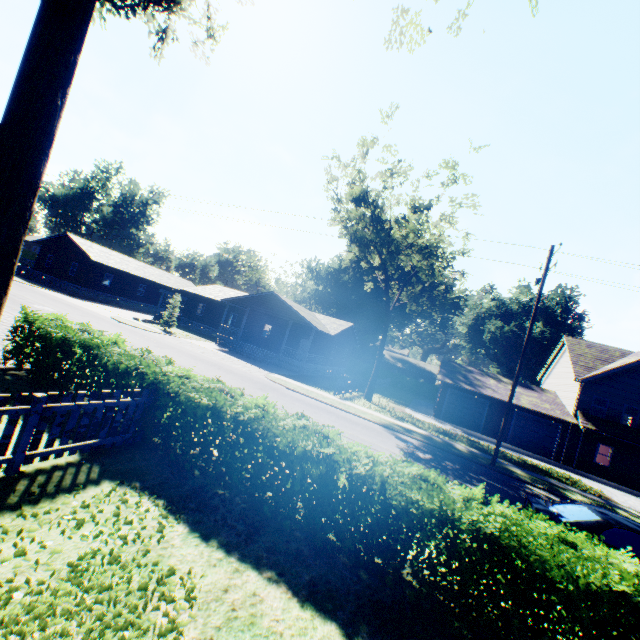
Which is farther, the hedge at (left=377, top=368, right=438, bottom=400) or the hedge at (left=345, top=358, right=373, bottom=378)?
the hedge at (left=345, top=358, right=373, bottom=378)

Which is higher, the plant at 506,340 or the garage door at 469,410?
the plant at 506,340

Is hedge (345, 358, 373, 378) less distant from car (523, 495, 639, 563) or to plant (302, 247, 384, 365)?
plant (302, 247, 384, 365)

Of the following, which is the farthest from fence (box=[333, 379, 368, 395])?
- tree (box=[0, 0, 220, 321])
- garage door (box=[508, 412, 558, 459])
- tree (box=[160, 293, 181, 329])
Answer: tree (box=[0, 0, 220, 321])

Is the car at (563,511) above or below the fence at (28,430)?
above

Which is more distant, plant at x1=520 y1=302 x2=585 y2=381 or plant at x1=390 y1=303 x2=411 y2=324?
plant at x1=390 y1=303 x2=411 y2=324

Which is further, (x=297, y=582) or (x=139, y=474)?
(x=139, y=474)

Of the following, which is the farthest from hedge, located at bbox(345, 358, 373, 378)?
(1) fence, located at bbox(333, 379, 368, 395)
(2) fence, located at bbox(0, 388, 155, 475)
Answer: (2) fence, located at bbox(0, 388, 155, 475)
